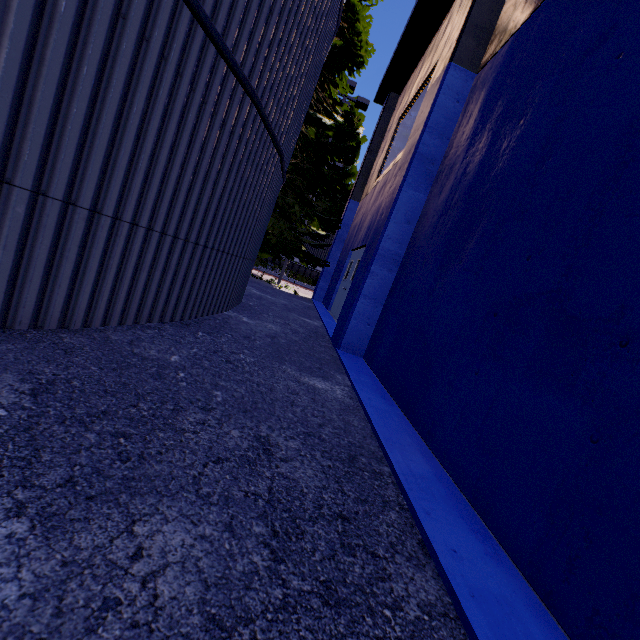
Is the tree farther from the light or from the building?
the building

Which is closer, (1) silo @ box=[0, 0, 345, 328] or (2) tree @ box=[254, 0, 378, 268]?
(1) silo @ box=[0, 0, 345, 328]

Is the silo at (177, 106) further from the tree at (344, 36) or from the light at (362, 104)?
the light at (362, 104)

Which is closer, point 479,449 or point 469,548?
Answer: point 469,548

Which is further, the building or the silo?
the silo

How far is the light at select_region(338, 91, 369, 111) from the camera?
15.58m

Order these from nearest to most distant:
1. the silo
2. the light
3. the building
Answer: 1. the building
2. the silo
3. the light

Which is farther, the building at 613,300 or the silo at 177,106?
the silo at 177,106
